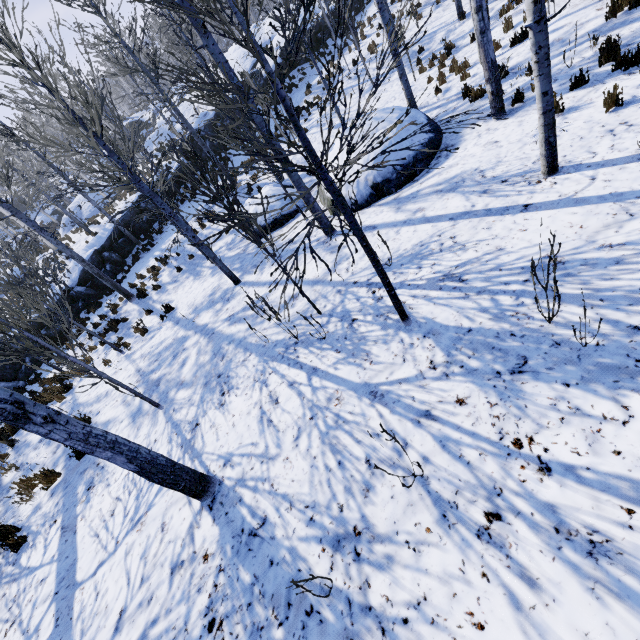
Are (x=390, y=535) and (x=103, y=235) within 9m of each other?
no

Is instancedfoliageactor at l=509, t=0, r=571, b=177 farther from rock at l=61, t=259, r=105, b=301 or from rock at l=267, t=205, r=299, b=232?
rock at l=267, t=205, r=299, b=232

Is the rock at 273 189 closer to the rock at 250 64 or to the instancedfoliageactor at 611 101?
the instancedfoliageactor at 611 101

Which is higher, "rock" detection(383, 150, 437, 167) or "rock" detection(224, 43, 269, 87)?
"rock" detection(224, 43, 269, 87)

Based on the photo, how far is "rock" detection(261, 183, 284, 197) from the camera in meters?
11.6 m

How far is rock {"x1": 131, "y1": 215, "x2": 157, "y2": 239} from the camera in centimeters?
2048cm

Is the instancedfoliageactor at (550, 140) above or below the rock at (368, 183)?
above

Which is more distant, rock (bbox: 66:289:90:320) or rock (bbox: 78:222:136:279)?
rock (bbox: 78:222:136:279)
